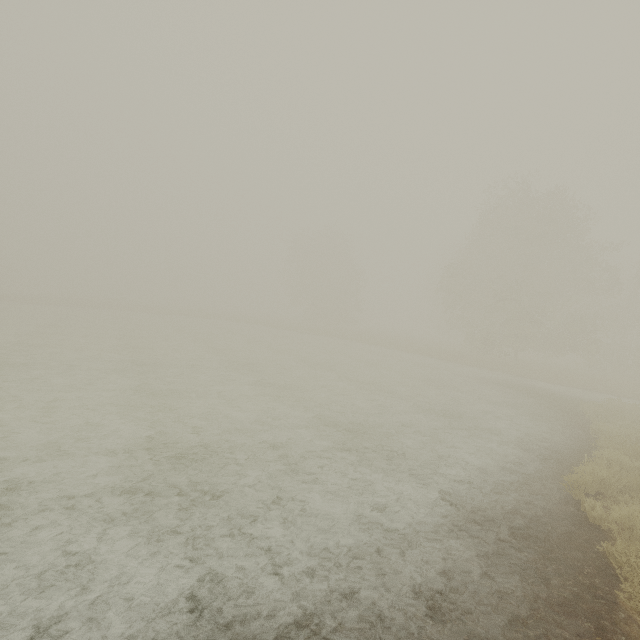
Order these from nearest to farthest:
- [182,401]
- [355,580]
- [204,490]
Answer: [355,580]
[204,490]
[182,401]
